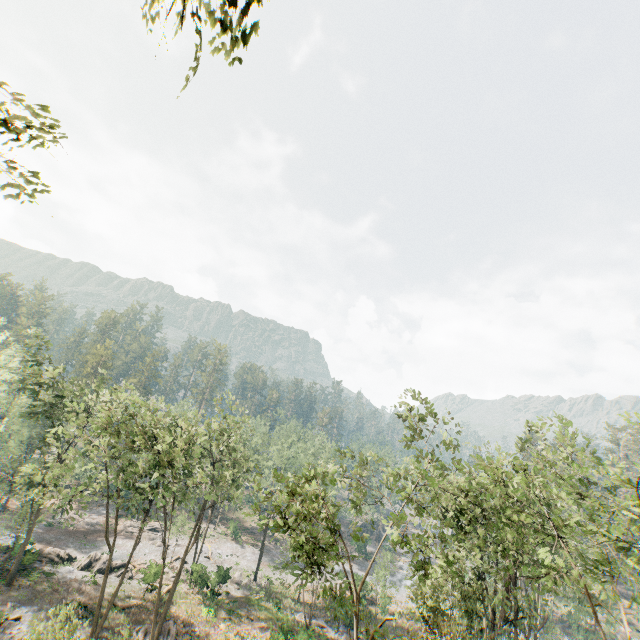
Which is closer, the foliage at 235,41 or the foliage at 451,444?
the foliage at 235,41

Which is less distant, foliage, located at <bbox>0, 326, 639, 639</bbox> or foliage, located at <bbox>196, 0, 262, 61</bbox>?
foliage, located at <bbox>196, 0, 262, 61</bbox>

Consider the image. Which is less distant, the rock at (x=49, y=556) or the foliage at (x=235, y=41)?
the foliage at (x=235, y=41)

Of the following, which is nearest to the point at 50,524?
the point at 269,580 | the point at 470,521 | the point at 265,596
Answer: the point at 269,580

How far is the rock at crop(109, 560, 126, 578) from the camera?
35.5m

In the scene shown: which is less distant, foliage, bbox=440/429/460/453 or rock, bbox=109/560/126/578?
foliage, bbox=440/429/460/453

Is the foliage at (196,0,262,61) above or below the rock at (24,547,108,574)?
above
